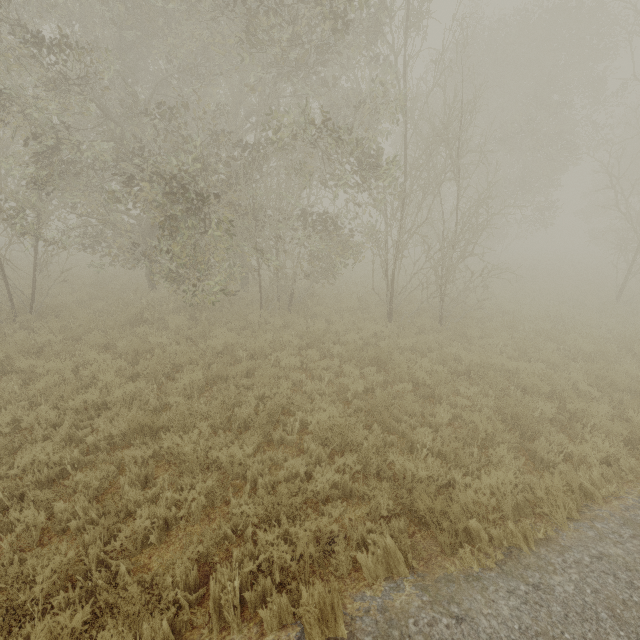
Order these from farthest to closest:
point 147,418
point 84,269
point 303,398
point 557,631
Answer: point 84,269, point 303,398, point 147,418, point 557,631
